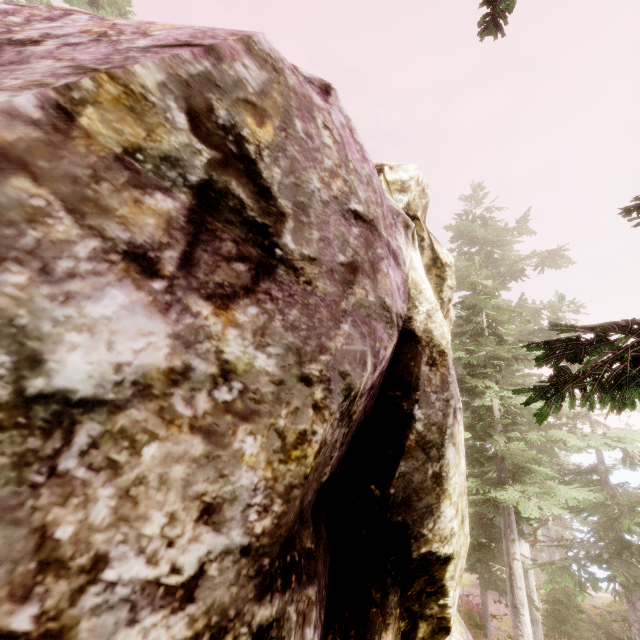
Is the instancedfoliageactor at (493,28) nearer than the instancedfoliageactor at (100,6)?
Yes

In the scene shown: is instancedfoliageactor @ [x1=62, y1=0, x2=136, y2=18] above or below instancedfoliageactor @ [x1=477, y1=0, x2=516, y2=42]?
above

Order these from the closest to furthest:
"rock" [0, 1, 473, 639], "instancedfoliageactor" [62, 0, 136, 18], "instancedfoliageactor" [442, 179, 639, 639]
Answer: "rock" [0, 1, 473, 639] < "instancedfoliageactor" [442, 179, 639, 639] < "instancedfoliageactor" [62, 0, 136, 18]

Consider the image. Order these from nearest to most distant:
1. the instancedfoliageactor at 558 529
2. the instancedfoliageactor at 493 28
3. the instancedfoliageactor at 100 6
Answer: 1. the instancedfoliageactor at 558 529
2. the instancedfoliageactor at 493 28
3. the instancedfoliageactor at 100 6

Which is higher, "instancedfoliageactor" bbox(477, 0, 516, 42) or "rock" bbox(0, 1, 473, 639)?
"instancedfoliageactor" bbox(477, 0, 516, 42)

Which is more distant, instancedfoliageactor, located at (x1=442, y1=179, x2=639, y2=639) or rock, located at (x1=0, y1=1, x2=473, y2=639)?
instancedfoliageactor, located at (x1=442, y1=179, x2=639, y2=639)

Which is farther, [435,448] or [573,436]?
[573,436]
